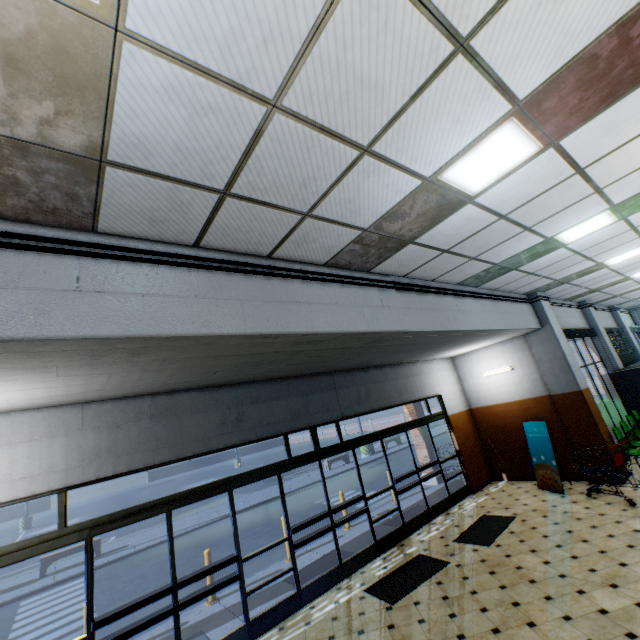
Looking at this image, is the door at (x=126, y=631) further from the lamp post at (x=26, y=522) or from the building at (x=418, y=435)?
the lamp post at (x=26, y=522)

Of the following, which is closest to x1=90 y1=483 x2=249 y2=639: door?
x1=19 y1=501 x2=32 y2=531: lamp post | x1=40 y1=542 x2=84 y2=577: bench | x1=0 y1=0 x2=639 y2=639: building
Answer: x1=0 y1=0 x2=639 y2=639: building

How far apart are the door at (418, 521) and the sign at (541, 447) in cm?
226

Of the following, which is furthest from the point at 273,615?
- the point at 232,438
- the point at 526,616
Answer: the point at 526,616

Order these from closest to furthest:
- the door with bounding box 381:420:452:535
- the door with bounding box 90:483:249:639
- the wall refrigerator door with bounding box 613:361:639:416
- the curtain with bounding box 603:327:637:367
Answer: the door with bounding box 90:483:249:639
the door with bounding box 381:420:452:535
the wall refrigerator door with bounding box 613:361:639:416
the curtain with bounding box 603:327:637:367

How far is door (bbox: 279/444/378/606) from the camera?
5.9 meters

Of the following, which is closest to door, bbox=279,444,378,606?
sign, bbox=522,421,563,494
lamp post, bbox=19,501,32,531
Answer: sign, bbox=522,421,563,494

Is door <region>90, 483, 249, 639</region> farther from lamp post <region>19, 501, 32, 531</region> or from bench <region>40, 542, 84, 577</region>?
lamp post <region>19, 501, 32, 531</region>
